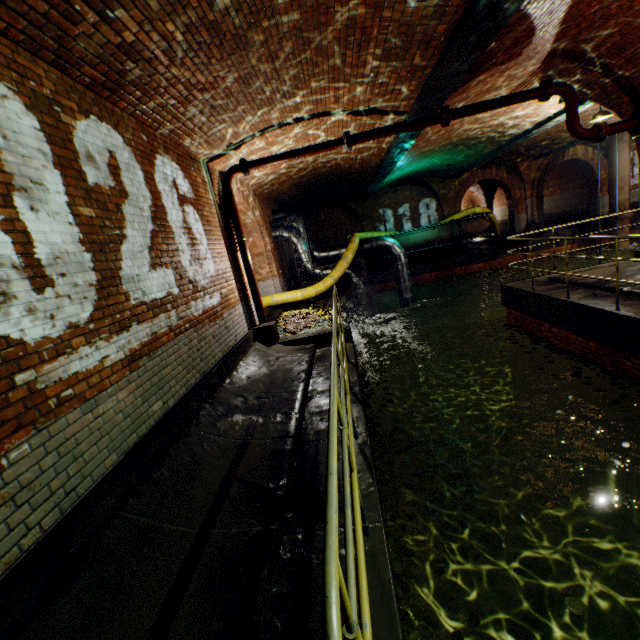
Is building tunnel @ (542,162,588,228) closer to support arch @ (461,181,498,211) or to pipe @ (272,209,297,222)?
support arch @ (461,181,498,211)

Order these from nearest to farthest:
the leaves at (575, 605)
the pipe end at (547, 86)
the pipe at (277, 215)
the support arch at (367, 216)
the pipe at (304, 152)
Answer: the leaves at (575, 605)
the pipe end at (547, 86)
the pipe at (304, 152)
the pipe at (277, 215)
the support arch at (367, 216)

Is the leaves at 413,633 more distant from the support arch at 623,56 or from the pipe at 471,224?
the pipe at 471,224

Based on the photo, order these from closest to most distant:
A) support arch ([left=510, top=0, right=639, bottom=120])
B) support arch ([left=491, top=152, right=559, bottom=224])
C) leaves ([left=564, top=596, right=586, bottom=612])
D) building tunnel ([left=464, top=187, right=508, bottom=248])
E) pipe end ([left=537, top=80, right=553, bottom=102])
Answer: leaves ([left=564, top=596, right=586, bottom=612]) < support arch ([left=510, top=0, right=639, bottom=120]) < pipe end ([left=537, top=80, right=553, bottom=102]) < support arch ([left=491, top=152, right=559, bottom=224]) < building tunnel ([left=464, top=187, right=508, bottom=248])

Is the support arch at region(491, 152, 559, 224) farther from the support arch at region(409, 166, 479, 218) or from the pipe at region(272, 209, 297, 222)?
the pipe at region(272, 209, 297, 222)

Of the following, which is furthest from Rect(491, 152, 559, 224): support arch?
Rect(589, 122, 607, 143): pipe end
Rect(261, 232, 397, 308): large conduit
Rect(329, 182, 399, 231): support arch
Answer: Rect(589, 122, 607, 143): pipe end

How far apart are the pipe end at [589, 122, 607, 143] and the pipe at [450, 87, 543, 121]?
1.31m

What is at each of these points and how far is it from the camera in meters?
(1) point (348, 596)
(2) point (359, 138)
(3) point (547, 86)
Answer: (1) railing, 1.2 m
(2) pipe, 6.8 m
(3) pipe end, 6.3 m
